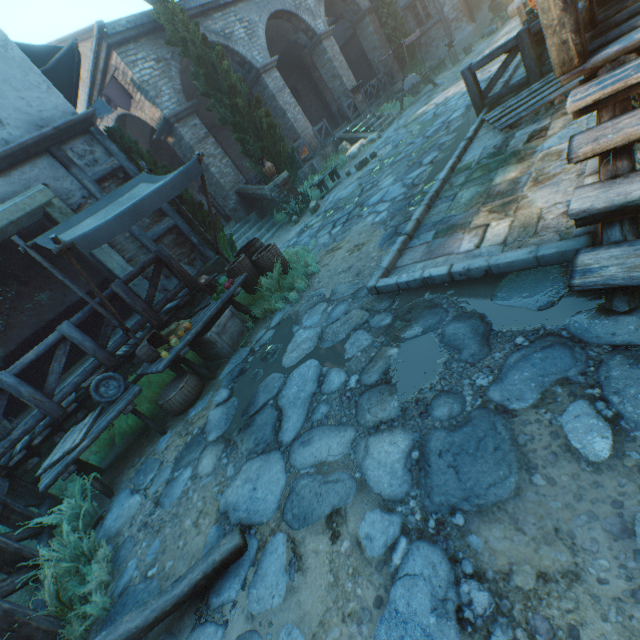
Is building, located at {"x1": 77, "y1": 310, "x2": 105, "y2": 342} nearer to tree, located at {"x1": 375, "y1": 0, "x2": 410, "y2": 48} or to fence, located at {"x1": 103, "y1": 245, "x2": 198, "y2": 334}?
tree, located at {"x1": 375, "y1": 0, "x2": 410, "y2": 48}

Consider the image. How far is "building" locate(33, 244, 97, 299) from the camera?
8.5m

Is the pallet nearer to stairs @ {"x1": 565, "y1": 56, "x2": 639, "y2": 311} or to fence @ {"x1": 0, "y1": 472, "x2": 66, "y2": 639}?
stairs @ {"x1": 565, "y1": 56, "x2": 639, "y2": 311}

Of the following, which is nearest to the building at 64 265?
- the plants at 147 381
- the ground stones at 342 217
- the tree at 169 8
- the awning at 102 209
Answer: the tree at 169 8

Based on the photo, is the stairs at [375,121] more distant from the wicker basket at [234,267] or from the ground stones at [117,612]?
the ground stones at [117,612]

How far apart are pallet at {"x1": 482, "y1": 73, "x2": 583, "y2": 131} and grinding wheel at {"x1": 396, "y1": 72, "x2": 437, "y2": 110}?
11.30m

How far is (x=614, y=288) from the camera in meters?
2.0 m

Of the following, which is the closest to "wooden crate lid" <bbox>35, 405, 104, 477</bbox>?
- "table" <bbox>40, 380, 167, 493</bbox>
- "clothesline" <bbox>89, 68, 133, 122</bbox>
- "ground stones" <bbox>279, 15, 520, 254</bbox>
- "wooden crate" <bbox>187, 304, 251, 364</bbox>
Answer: "table" <bbox>40, 380, 167, 493</bbox>
